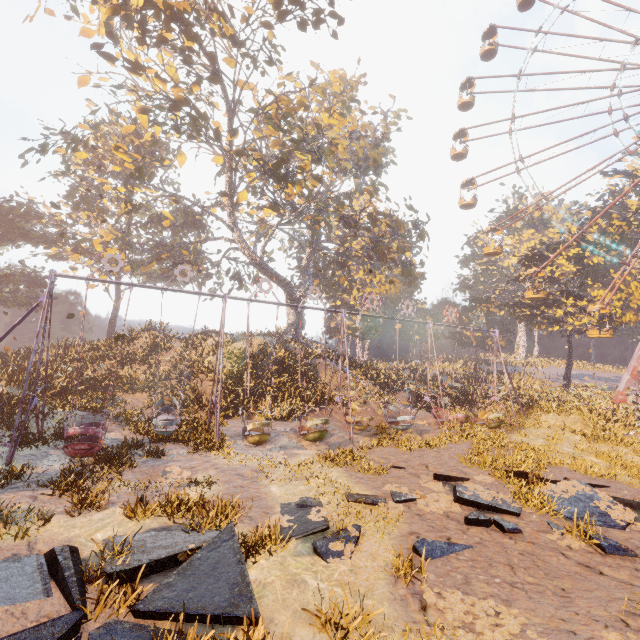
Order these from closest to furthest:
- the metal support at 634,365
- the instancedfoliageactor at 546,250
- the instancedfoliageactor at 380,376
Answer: the instancedfoliageactor at 380,376 < the metal support at 634,365 < the instancedfoliageactor at 546,250

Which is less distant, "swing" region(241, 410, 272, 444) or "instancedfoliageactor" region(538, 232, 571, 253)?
"swing" region(241, 410, 272, 444)

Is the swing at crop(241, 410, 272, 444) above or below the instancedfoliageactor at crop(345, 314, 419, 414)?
below

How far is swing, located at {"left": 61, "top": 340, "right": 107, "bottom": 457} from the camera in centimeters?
994cm

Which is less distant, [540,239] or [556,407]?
[556,407]

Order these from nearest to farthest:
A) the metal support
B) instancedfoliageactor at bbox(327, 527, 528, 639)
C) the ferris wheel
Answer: instancedfoliageactor at bbox(327, 527, 528, 639) → the ferris wheel → the metal support

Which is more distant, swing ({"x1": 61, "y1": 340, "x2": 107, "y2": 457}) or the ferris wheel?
the ferris wheel

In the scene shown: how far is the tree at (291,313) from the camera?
31.3 meters
